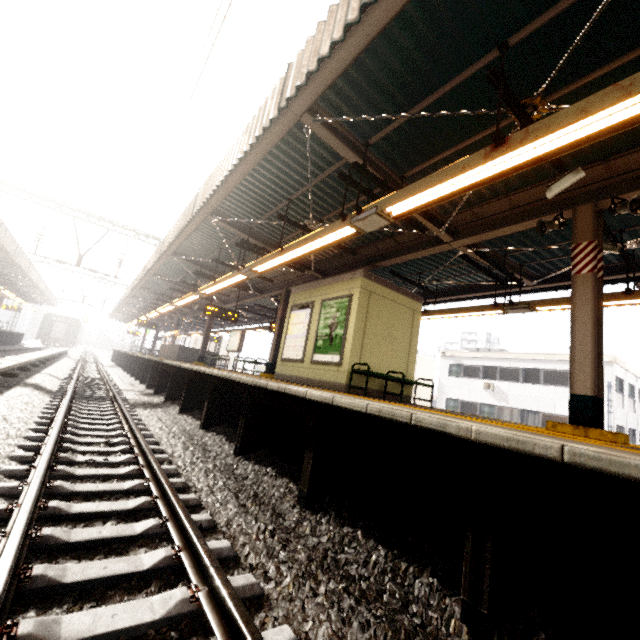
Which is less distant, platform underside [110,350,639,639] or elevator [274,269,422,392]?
platform underside [110,350,639,639]

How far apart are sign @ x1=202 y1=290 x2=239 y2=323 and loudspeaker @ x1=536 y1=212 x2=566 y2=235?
11.76m

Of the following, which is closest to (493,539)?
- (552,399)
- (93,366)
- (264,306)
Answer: (264,306)

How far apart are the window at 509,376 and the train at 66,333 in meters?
50.7 m

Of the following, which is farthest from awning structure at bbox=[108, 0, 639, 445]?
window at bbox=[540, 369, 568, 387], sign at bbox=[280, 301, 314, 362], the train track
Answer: window at bbox=[540, 369, 568, 387]

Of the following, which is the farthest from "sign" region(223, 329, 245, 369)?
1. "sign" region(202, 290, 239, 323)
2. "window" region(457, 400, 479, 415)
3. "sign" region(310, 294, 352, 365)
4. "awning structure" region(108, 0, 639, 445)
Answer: "window" region(457, 400, 479, 415)

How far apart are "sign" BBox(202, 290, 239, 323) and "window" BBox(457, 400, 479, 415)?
20.9 meters

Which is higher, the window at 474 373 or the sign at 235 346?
the window at 474 373
